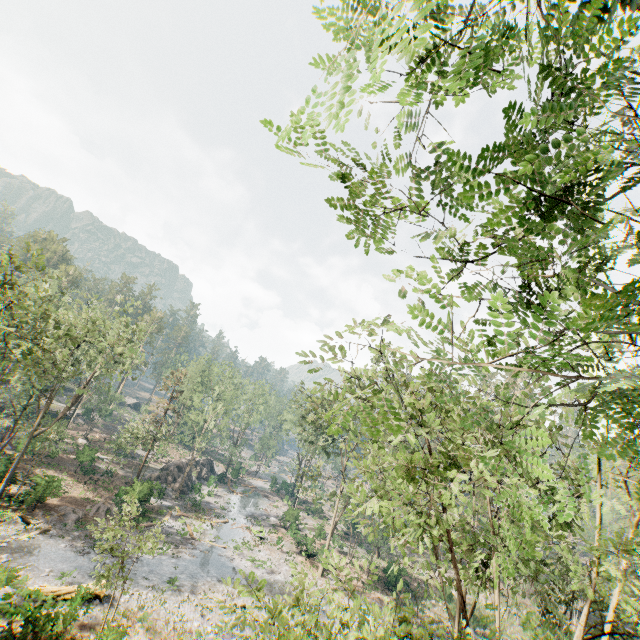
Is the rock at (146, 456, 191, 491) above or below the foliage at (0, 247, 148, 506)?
below

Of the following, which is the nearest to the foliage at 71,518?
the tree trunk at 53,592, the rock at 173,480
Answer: the tree trunk at 53,592

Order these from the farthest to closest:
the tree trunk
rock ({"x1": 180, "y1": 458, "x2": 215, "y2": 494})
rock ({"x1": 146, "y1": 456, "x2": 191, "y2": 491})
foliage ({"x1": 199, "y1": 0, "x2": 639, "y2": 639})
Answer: rock ({"x1": 180, "y1": 458, "x2": 215, "y2": 494}) < rock ({"x1": 146, "y1": 456, "x2": 191, "y2": 491}) < the tree trunk < foliage ({"x1": 199, "y1": 0, "x2": 639, "y2": 639})

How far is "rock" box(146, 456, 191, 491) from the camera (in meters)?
43.97

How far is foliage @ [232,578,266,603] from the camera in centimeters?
705cm

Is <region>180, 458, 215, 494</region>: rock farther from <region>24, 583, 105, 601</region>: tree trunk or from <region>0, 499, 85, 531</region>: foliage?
<region>24, 583, 105, 601</region>: tree trunk

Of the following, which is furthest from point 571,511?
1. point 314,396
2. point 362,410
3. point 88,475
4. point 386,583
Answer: point 88,475
